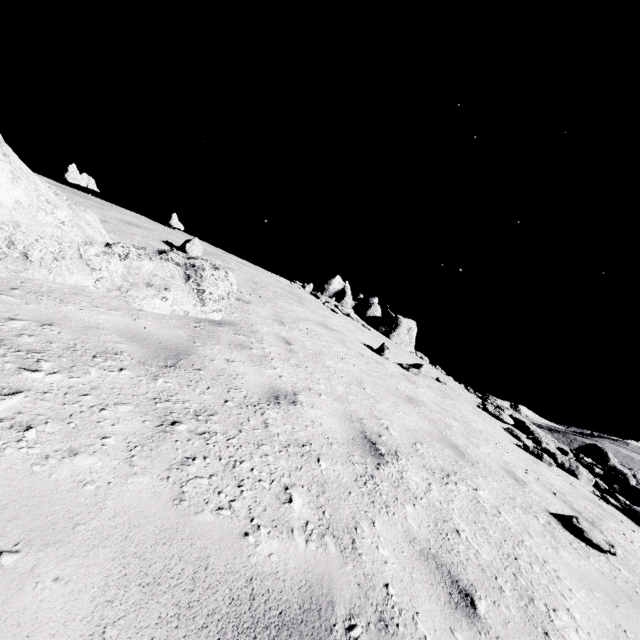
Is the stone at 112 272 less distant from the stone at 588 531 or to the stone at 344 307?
the stone at 588 531

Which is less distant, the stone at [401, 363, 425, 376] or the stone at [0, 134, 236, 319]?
the stone at [0, 134, 236, 319]

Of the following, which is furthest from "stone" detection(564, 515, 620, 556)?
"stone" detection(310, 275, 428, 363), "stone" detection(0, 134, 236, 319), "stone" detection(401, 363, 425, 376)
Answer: "stone" detection(310, 275, 428, 363)

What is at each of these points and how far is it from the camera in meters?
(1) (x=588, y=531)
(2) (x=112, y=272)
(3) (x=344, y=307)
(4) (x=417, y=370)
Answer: (1) stone, 3.8 m
(2) stone, 4.0 m
(3) stone, 20.2 m
(4) stone, 10.4 m

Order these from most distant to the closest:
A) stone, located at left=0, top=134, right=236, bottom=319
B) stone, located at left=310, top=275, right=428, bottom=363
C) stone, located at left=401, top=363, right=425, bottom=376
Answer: stone, located at left=310, top=275, right=428, bottom=363
stone, located at left=401, top=363, right=425, bottom=376
stone, located at left=0, top=134, right=236, bottom=319

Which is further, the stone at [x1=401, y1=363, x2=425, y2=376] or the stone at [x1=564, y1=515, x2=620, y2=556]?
the stone at [x1=401, y1=363, x2=425, y2=376]

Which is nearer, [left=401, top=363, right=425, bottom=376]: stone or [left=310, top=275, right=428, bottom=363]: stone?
[left=401, top=363, right=425, bottom=376]: stone

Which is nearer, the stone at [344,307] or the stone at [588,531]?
the stone at [588,531]
